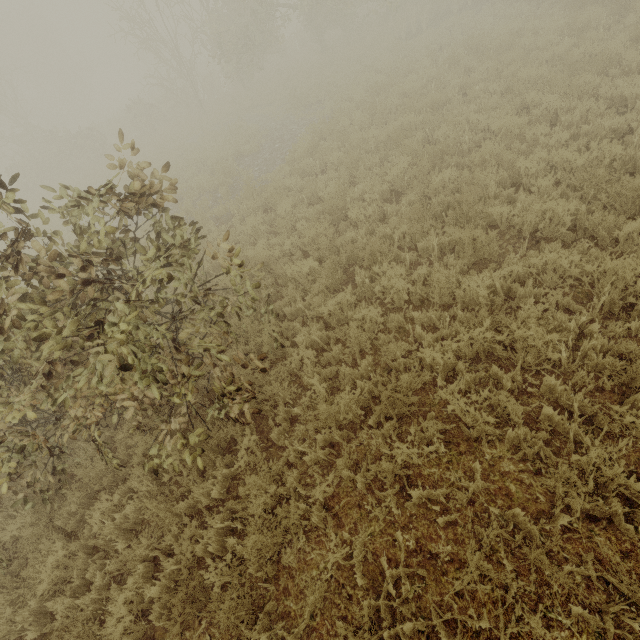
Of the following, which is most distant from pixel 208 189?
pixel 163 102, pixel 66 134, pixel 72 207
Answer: pixel 66 134
